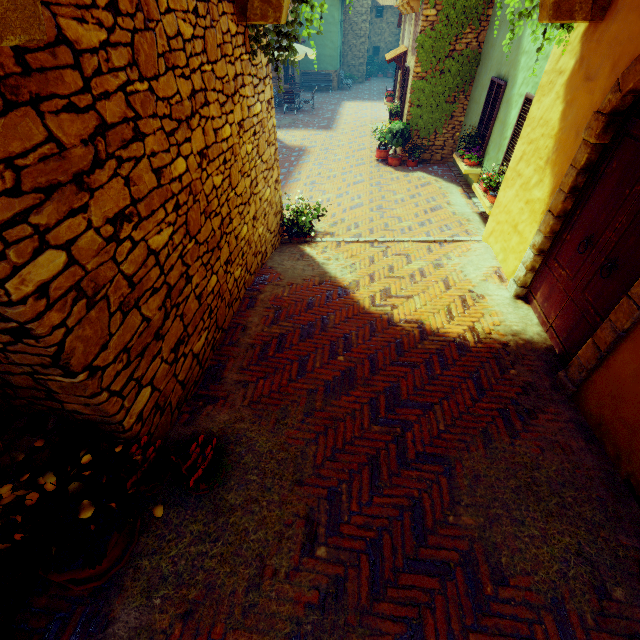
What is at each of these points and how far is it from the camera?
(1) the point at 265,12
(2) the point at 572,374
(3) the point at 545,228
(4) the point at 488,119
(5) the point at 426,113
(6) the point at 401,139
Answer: (1) stone doorway, 3.66m
(2) stone doorway, 3.36m
(3) stone doorway, 4.05m
(4) window, 8.20m
(5) vines, 10.28m
(6) potted tree, 10.48m

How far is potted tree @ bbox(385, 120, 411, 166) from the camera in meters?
10.4

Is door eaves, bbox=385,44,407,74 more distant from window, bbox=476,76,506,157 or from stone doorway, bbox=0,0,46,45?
stone doorway, bbox=0,0,46,45

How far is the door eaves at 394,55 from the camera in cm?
1162

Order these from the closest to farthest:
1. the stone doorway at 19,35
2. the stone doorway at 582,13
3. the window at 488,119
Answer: the stone doorway at 19,35
the stone doorway at 582,13
the window at 488,119

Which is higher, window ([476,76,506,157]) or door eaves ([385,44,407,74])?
door eaves ([385,44,407,74])

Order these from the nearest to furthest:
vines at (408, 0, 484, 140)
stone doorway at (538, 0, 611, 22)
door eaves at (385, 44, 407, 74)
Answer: stone doorway at (538, 0, 611, 22) < vines at (408, 0, 484, 140) < door eaves at (385, 44, 407, 74)

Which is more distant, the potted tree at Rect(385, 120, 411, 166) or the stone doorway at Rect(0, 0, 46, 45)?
the potted tree at Rect(385, 120, 411, 166)
